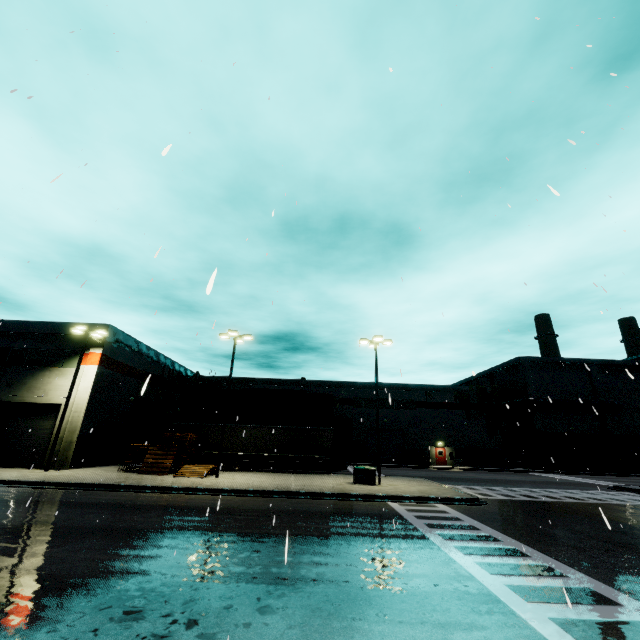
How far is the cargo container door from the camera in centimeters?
3438cm

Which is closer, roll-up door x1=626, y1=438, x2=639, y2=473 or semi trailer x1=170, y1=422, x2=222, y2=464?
semi trailer x1=170, y1=422, x2=222, y2=464

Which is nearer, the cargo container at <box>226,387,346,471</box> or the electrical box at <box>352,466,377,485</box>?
the electrical box at <box>352,466,377,485</box>

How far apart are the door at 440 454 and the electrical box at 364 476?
26.0 meters

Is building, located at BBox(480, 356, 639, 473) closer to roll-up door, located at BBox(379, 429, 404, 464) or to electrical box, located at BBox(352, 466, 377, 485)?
roll-up door, located at BBox(379, 429, 404, 464)

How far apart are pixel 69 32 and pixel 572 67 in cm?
1065

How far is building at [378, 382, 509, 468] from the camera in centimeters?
4372cm

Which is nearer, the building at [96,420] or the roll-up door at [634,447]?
the building at [96,420]
